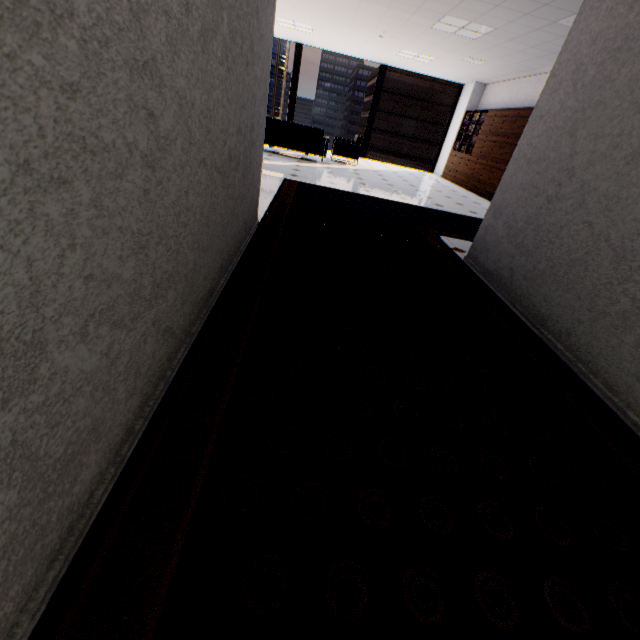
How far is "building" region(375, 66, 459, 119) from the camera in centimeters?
5666cm

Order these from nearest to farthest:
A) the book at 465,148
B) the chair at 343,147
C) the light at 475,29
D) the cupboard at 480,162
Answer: the light at 475,29, the cupboard at 480,162, the chair at 343,147, the book at 465,148

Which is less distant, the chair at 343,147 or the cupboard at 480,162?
the cupboard at 480,162

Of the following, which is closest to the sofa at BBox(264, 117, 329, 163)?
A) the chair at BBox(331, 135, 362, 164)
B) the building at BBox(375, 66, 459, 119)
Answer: the chair at BBox(331, 135, 362, 164)

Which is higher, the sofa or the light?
the light

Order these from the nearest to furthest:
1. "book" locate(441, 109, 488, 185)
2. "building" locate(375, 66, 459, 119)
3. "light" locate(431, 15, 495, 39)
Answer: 1. "light" locate(431, 15, 495, 39)
2. "book" locate(441, 109, 488, 185)
3. "building" locate(375, 66, 459, 119)

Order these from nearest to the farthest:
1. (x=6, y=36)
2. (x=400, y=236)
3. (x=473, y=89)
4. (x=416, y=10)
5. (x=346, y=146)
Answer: (x=6, y=36) → (x=400, y=236) → (x=416, y=10) → (x=346, y=146) → (x=473, y=89)

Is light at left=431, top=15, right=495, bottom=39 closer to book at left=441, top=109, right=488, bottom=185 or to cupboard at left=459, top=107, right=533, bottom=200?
cupboard at left=459, top=107, right=533, bottom=200
